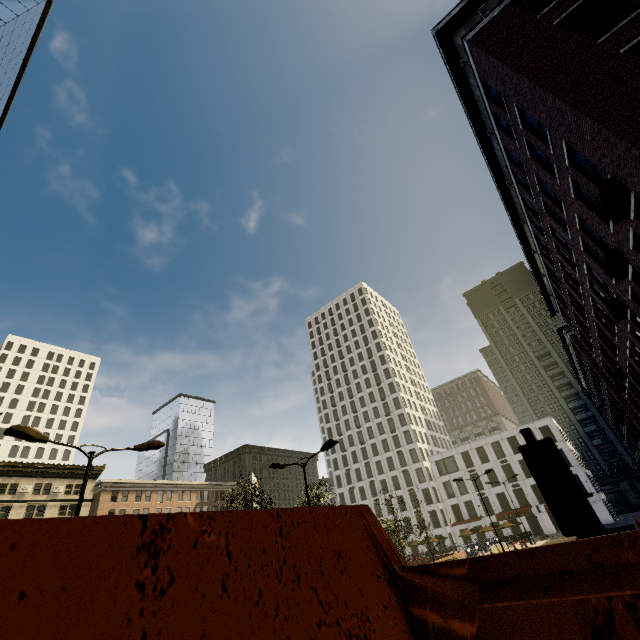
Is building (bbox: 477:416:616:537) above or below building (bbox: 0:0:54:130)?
below

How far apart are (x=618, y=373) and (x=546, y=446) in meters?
26.6 m

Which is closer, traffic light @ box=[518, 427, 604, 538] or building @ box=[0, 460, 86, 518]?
traffic light @ box=[518, 427, 604, 538]

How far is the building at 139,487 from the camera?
52.3 meters

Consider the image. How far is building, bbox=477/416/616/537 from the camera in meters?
51.0

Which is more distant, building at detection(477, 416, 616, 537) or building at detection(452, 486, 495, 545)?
building at detection(452, 486, 495, 545)

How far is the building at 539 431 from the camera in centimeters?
5100cm

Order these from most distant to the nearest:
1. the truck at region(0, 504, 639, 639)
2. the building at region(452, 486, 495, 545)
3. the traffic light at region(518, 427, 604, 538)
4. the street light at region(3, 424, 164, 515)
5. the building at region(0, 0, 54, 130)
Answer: the building at region(452, 486, 495, 545) < the building at region(0, 0, 54, 130) < the street light at region(3, 424, 164, 515) < the traffic light at region(518, 427, 604, 538) < the truck at region(0, 504, 639, 639)
